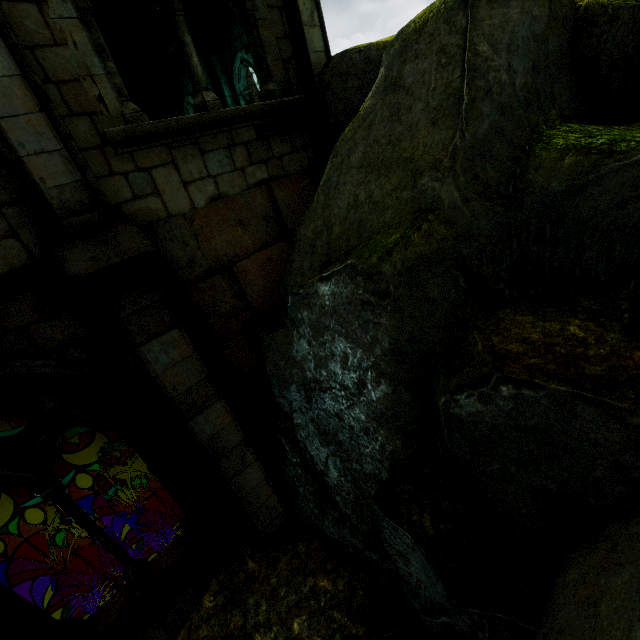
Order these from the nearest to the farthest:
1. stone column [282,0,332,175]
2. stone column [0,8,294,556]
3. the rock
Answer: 1. the rock
2. stone column [0,8,294,556]
3. stone column [282,0,332,175]

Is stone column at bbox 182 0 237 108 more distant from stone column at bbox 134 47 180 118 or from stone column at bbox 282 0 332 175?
stone column at bbox 282 0 332 175

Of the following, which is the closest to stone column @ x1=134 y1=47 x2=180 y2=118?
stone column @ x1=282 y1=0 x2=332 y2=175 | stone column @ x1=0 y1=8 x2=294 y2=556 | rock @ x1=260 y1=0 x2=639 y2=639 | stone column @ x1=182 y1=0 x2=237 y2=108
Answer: stone column @ x1=182 y1=0 x2=237 y2=108

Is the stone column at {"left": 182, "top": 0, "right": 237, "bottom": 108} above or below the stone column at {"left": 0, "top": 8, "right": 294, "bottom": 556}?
above

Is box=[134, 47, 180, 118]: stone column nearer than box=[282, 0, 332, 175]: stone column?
No

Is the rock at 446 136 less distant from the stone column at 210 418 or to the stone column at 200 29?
the stone column at 210 418

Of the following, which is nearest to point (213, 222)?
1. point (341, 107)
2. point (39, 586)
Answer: point (341, 107)

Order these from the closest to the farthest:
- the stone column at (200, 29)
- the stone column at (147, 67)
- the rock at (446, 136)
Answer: the rock at (446, 136)
the stone column at (200, 29)
the stone column at (147, 67)
